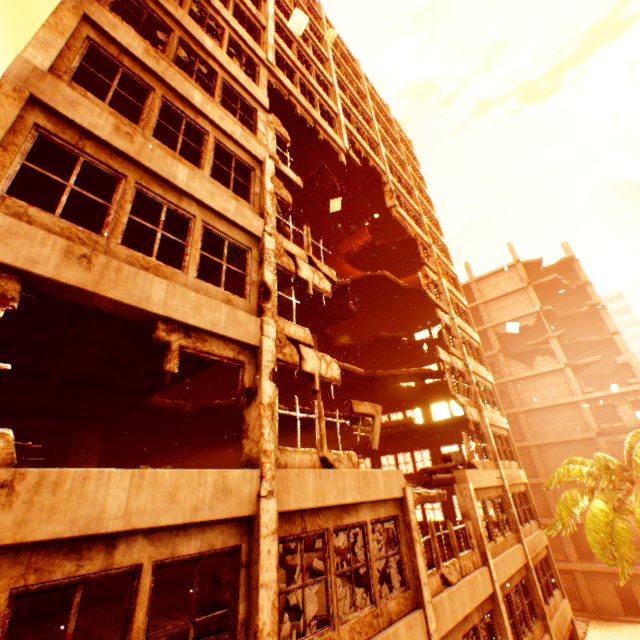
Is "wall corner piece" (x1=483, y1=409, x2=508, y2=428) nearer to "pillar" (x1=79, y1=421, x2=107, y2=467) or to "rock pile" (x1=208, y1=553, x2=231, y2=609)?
"rock pile" (x1=208, y1=553, x2=231, y2=609)

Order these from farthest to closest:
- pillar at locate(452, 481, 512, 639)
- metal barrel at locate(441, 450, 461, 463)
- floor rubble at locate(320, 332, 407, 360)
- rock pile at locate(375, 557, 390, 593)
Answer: floor rubble at locate(320, 332, 407, 360) < metal barrel at locate(441, 450, 461, 463) < pillar at locate(452, 481, 512, 639) < rock pile at locate(375, 557, 390, 593)

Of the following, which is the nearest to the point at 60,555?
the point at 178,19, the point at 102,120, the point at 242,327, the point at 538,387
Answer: the point at 242,327

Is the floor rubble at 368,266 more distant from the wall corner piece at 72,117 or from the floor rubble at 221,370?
the floor rubble at 221,370

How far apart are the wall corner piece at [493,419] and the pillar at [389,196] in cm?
1253

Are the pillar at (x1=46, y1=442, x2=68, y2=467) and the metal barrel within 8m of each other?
no

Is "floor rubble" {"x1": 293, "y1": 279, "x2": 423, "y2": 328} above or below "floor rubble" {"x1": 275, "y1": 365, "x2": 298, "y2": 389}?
above
